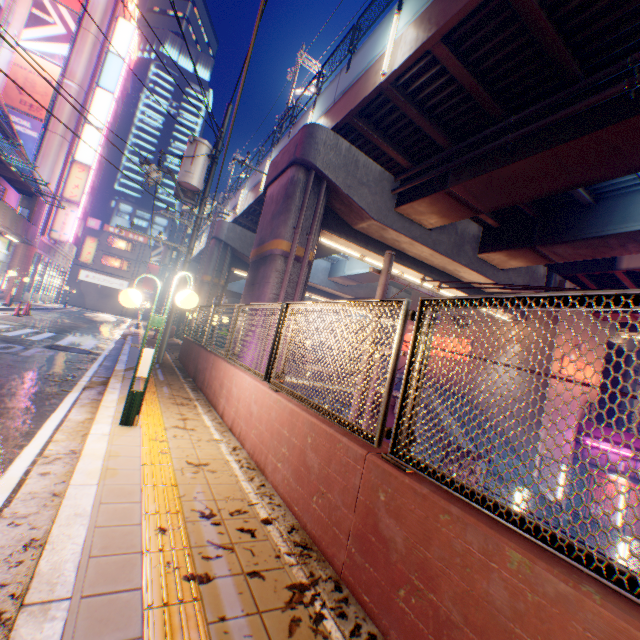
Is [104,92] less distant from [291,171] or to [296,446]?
[291,171]

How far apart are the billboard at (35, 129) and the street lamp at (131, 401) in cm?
2860

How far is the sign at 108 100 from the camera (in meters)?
27.81

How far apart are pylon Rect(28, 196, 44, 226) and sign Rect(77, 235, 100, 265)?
18.61m

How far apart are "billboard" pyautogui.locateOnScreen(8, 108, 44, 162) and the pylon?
3.9 meters

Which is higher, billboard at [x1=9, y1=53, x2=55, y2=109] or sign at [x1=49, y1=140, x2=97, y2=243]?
billboard at [x1=9, y1=53, x2=55, y2=109]

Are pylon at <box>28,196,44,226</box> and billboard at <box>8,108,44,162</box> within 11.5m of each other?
yes

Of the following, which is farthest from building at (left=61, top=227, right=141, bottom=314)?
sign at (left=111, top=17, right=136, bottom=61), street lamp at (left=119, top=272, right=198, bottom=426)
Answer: street lamp at (left=119, top=272, right=198, bottom=426)
